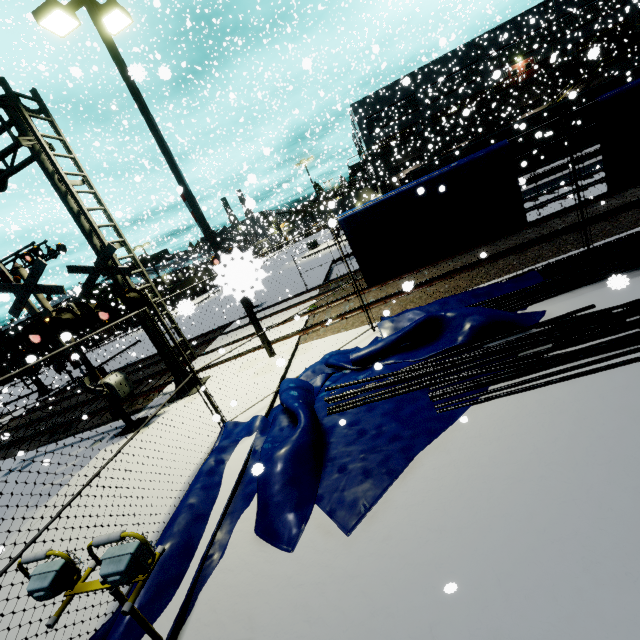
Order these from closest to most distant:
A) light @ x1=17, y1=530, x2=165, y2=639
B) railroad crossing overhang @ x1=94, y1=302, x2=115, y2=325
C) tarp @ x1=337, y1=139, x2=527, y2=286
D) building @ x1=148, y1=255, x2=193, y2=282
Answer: light @ x1=17, y1=530, x2=165, y2=639 → tarp @ x1=337, y1=139, x2=527, y2=286 → railroad crossing overhang @ x1=94, y1=302, x2=115, y2=325 → building @ x1=148, y1=255, x2=193, y2=282

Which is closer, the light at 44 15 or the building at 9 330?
the light at 44 15

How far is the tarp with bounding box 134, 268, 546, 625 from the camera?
4.0m

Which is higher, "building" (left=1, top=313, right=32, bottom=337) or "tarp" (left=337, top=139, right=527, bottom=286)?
"building" (left=1, top=313, right=32, bottom=337)

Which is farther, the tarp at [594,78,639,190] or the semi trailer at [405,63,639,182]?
the semi trailer at [405,63,639,182]

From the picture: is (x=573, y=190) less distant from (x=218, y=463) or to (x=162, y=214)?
(x=218, y=463)

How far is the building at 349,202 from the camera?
33.2m

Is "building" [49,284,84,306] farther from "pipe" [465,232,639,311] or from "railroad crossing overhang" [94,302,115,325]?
"railroad crossing overhang" [94,302,115,325]
